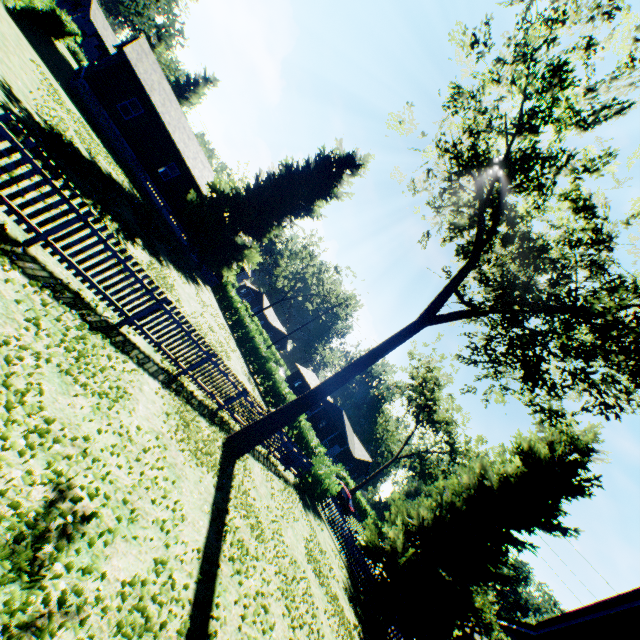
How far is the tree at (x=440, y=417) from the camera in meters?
36.7 m

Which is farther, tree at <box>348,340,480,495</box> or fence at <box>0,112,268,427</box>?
tree at <box>348,340,480,495</box>

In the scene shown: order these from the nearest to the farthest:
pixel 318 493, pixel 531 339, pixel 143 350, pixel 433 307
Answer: pixel 143 350, pixel 531 339, pixel 433 307, pixel 318 493

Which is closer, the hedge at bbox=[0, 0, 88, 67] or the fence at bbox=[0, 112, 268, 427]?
the fence at bbox=[0, 112, 268, 427]

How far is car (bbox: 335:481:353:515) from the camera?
31.00m

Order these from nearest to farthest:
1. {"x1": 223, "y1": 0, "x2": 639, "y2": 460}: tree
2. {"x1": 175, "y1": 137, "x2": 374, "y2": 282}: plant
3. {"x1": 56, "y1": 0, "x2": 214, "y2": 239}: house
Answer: {"x1": 223, "y1": 0, "x2": 639, "y2": 460}: tree, {"x1": 56, "y1": 0, "x2": 214, "y2": 239}: house, {"x1": 175, "y1": 137, "x2": 374, "y2": 282}: plant

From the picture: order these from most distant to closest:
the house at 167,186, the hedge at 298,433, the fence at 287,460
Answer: the house at 167,186 → the hedge at 298,433 → the fence at 287,460

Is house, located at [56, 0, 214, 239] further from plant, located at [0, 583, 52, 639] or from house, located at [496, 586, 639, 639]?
house, located at [496, 586, 639, 639]
